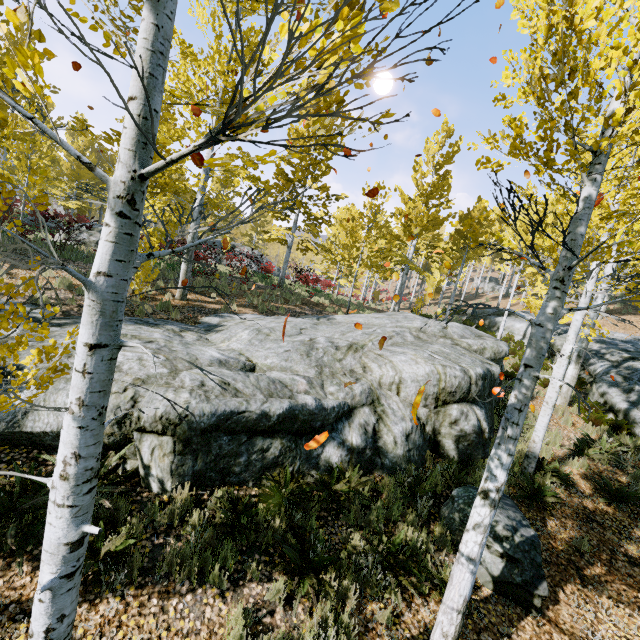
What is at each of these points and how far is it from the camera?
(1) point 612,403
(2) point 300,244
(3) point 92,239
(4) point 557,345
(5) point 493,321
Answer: (1) rock, 10.67m
(2) instancedfoliageactor, 18.97m
(3) rock, 15.23m
(4) rock, 16.34m
(5) rock, 23.12m

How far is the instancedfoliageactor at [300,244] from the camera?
17.4 meters

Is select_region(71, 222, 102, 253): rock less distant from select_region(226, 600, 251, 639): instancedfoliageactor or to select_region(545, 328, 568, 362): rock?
select_region(226, 600, 251, 639): instancedfoliageactor

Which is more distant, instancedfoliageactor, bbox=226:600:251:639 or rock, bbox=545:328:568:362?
rock, bbox=545:328:568:362

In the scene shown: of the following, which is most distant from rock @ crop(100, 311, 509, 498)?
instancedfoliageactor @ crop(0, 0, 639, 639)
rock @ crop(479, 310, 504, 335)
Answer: rock @ crop(479, 310, 504, 335)

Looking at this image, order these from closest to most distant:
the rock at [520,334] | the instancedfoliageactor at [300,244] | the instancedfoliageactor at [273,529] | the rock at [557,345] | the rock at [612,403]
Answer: the instancedfoliageactor at [273,529] < the rock at [612,403] < the rock at [557,345] < the instancedfoliageactor at [300,244] < the rock at [520,334]
